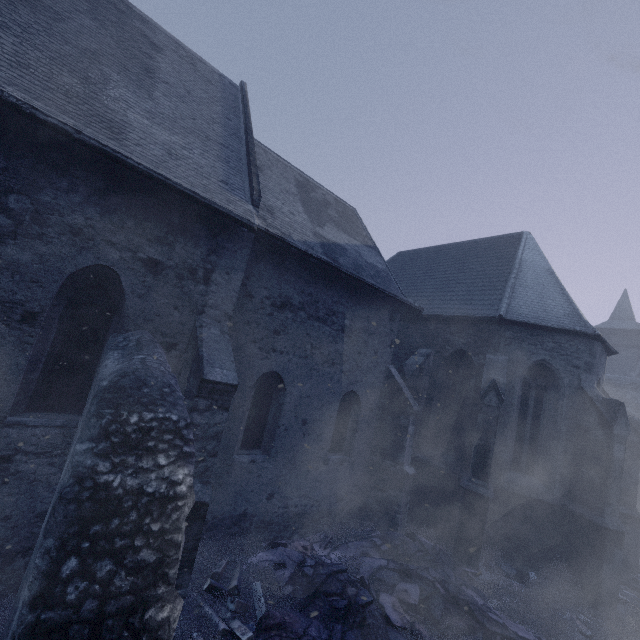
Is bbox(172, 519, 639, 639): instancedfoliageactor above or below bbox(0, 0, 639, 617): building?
below

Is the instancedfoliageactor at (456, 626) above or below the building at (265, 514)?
below

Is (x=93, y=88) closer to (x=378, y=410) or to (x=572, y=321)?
(x=378, y=410)
